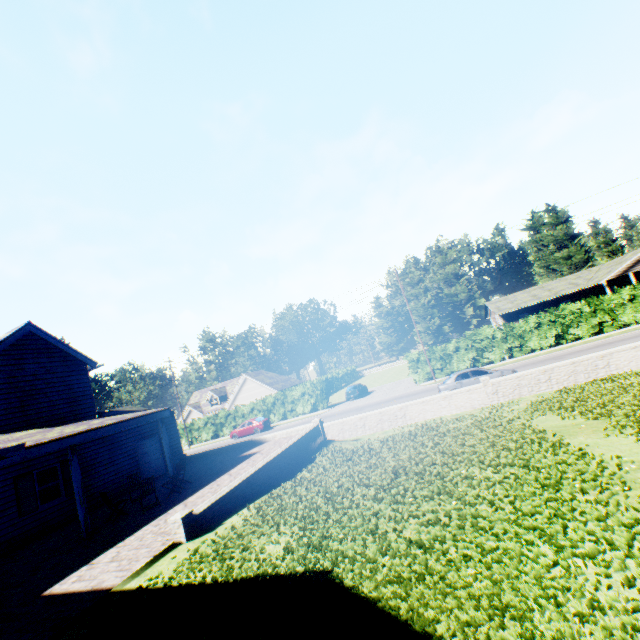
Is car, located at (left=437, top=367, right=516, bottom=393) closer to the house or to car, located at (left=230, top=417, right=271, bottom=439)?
car, located at (left=230, top=417, right=271, bottom=439)

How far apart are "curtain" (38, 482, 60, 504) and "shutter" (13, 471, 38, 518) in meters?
0.3 m

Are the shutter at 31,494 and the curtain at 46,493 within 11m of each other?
yes

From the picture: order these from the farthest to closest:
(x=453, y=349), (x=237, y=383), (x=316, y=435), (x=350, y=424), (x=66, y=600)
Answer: (x=237, y=383) → (x=453, y=349) → (x=350, y=424) → (x=316, y=435) → (x=66, y=600)

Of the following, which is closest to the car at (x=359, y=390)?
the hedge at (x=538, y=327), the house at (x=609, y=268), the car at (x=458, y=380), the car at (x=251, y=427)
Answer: the hedge at (x=538, y=327)

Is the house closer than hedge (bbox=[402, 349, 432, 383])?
No

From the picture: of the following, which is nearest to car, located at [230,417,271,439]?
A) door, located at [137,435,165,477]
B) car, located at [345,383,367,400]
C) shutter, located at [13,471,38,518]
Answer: car, located at [345,383,367,400]

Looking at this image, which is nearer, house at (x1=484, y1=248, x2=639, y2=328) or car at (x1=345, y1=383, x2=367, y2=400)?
house at (x1=484, y1=248, x2=639, y2=328)
